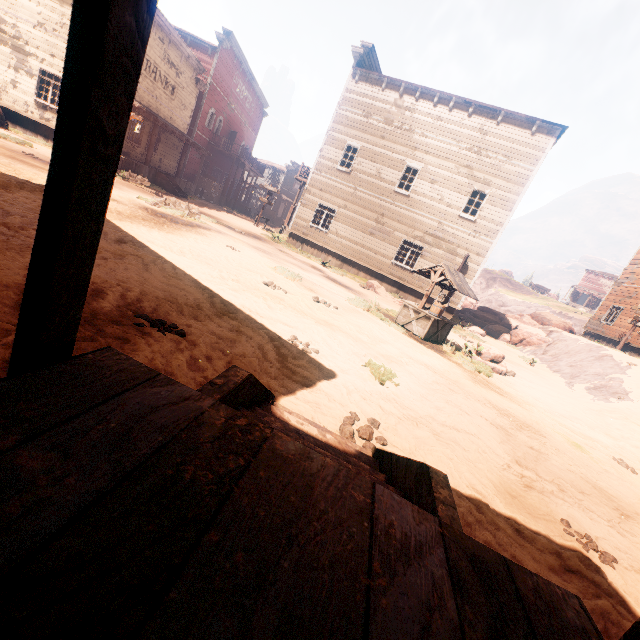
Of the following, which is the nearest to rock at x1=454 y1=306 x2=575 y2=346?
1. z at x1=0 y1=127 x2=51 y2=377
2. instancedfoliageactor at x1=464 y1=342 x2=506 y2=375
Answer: z at x1=0 y1=127 x2=51 y2=377

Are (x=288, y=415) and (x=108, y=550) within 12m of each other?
yes

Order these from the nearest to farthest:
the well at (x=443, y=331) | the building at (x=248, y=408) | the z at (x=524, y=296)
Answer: the building at (x=248, y=408)
the well at (x=443, y=331)
the z at (x=524, y=296)

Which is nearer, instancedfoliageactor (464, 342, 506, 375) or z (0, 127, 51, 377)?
z (0, 127, 51, 377)

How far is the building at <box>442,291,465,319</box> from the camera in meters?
18.5

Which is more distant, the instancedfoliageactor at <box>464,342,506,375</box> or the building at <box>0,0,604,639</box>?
the instancedfoliageactor at <box>464,342,506,375</box>

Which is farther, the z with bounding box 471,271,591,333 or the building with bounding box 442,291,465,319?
the z with bounding box 471,271,591,333

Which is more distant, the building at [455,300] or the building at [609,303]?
the building at [609,303]
